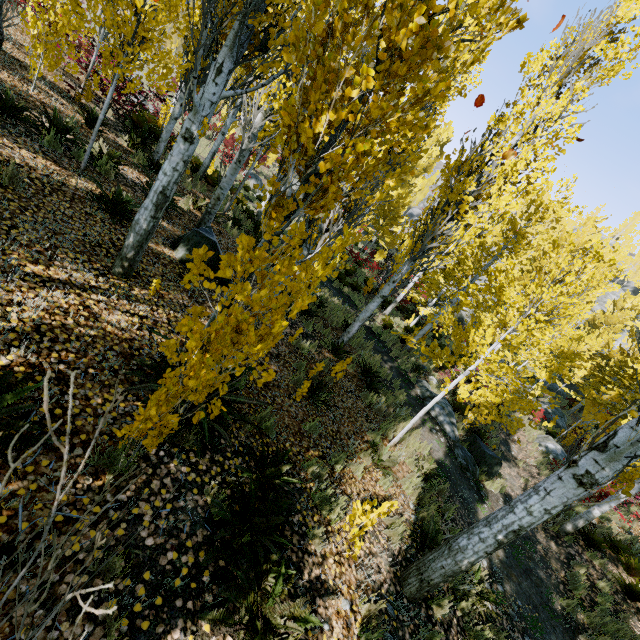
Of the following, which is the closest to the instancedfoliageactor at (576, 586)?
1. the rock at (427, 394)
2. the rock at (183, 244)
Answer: the rock at (183, 244)

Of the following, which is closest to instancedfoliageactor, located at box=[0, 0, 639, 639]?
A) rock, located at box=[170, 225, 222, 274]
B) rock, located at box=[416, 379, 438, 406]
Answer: rock, located at box=[170, 225, 222, 274]

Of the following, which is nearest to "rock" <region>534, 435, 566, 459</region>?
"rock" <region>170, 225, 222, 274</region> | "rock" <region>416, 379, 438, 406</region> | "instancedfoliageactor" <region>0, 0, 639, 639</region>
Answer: "instancedfoliageactor" <region>0, 0, 639, 639</region>

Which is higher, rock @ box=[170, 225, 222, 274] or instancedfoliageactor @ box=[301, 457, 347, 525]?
rock @ box=[170, 225, 222, 274]

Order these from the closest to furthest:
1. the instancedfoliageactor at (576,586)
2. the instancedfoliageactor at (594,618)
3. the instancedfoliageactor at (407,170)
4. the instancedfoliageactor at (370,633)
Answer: the instancedfoliageactor at (407,170) < the instancedfoliageactor at (370,633) < the instancedfoliageactor at (594,618) < the instancedfoliageactor at (576,586)

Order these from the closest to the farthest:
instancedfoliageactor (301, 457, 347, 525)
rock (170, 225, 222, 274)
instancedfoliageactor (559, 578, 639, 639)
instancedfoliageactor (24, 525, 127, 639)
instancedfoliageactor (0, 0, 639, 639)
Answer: instancedfoliageactor (24, 525, 127, 639) < instancedfoliageactor (0, 0, 639, 639) < instancedfoliageactor (301, 457, 347, 525) < rock (170, 225, 222, 274) < instancedfoliageactor (559, 578, 639, 639)

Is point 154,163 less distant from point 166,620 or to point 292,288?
point 292,288

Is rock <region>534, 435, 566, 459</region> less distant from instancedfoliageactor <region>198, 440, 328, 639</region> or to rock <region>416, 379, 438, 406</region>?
instancedfoliageactor <region>198, 440, 328, 639</region>
